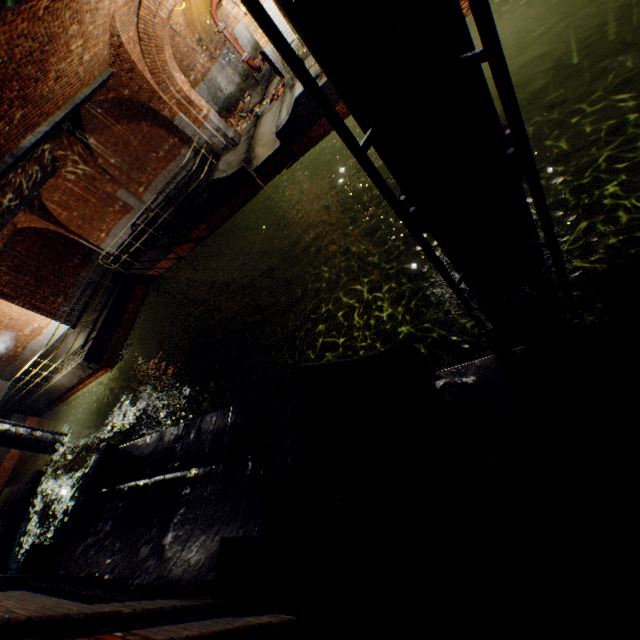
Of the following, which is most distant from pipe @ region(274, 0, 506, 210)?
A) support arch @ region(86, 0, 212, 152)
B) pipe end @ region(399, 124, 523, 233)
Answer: support arch @ region(86, 0, 212, 152)

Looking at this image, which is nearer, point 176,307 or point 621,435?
point 621,435

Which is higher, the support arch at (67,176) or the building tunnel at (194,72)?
the support arch at (67,176)

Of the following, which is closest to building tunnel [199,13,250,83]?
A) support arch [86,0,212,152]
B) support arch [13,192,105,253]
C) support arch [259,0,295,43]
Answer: support arch [86,0,212,152]

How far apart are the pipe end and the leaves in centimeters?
152cm

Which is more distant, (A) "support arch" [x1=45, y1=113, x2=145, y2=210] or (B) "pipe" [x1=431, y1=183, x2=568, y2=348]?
(A) "support arch" [x1=45, y1=113, x2=145, y2=210]

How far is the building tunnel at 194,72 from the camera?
13.88m

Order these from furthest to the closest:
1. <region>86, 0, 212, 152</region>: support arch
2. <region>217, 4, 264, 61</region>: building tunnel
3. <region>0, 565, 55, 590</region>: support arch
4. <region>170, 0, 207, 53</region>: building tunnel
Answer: <region>217, 4, 264, 61</region>: building tunnel → <region>170, 0, 207, 53</region>: building tunnel → <region>86, 0, 212, 152</region>: support arch → <region>0, 565, 55, 590</region>: support arch
